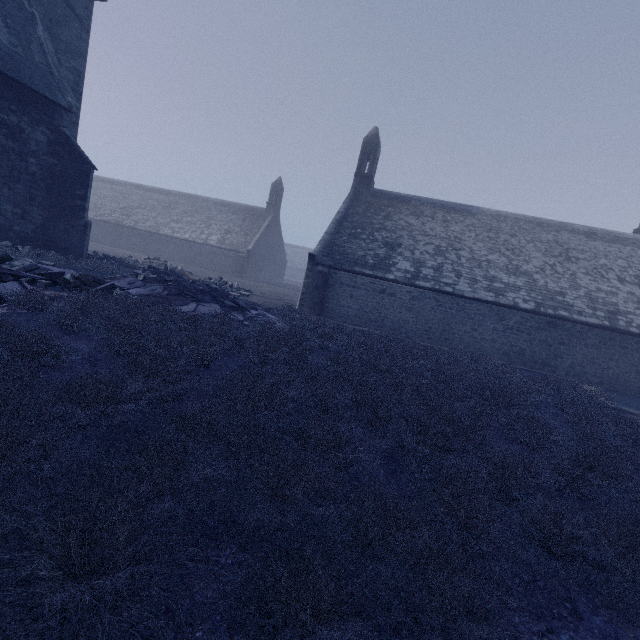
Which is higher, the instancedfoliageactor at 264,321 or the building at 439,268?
the building at 439,268

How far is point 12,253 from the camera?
12.1m

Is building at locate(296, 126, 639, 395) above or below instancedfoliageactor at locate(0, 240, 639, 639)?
above

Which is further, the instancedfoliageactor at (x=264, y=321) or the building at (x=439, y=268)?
the building at (x=439, y=268)

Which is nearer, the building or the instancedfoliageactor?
the instancedfoliageactor
